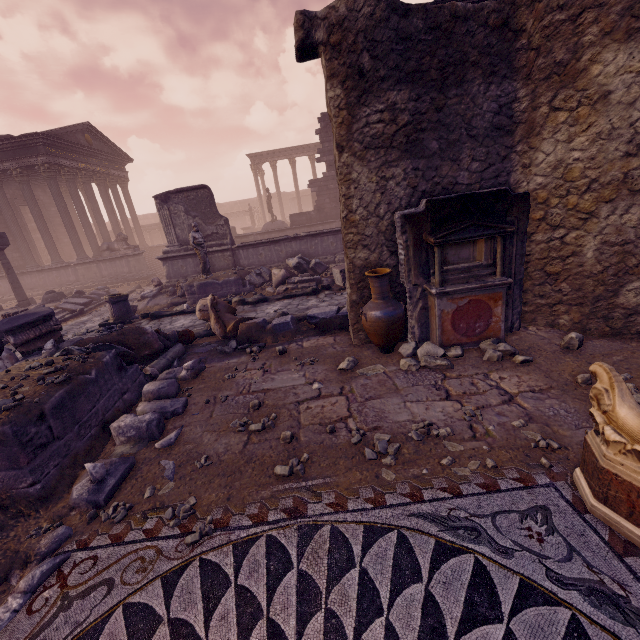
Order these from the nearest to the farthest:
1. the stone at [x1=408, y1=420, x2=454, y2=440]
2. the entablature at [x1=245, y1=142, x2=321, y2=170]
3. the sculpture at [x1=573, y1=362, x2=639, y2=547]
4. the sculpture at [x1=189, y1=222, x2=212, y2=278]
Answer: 1. the sculpture at [x1=573, y1=362, x2=639, y2=547]
2. the stone at [x1=408, y1=420, x2=454, y2=440]
3. the sculpture at [x1=189, y1=222, x2=212, y2=278]
4. the entablature at [x1=245, y1=142, x2=321, y2=170]

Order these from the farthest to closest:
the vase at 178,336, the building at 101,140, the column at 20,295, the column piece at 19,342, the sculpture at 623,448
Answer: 1. the building at 101,140
2. the column at 20,295
3. the vase at 178,336
4. the column piece at 19,342
5. the sculpture at 623,448

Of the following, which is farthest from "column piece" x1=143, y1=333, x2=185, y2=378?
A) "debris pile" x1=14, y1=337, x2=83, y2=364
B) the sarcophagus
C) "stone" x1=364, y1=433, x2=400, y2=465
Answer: the sarcophagus

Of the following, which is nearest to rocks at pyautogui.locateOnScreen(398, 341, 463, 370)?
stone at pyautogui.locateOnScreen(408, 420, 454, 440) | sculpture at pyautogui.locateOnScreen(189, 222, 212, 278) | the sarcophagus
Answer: stone at pyautogui.locateOnScreen(408, 420, 454, 440)

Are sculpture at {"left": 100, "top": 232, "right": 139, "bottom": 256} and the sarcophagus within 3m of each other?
no

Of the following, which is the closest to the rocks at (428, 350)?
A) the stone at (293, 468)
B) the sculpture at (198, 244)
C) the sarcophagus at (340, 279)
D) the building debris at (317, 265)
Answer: the stone at (293, 468)

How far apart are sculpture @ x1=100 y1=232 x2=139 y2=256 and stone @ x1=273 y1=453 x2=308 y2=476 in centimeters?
1822cm

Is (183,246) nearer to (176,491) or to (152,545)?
(176,491)
